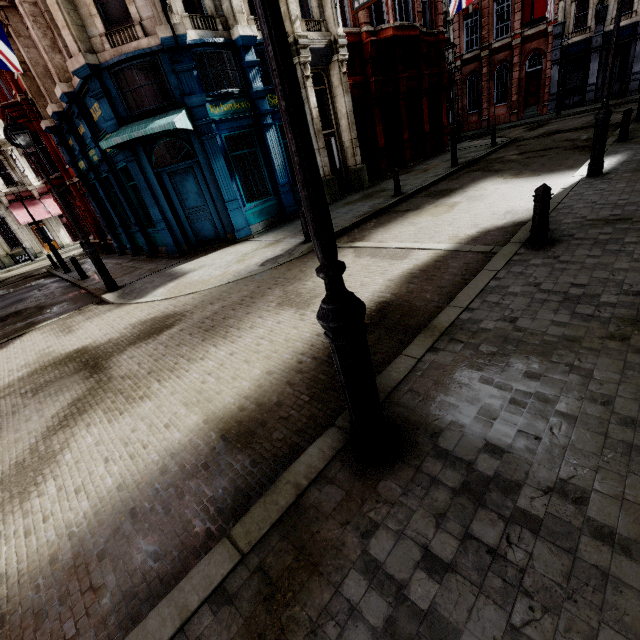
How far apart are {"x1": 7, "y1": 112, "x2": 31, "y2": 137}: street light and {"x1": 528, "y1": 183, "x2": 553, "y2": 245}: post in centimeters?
1111cm

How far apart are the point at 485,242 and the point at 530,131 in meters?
20.8 m

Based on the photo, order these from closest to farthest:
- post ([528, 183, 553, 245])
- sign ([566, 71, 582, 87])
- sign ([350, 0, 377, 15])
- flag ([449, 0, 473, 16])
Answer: post ([528, 183, 553, 245]) < sign ([350, 0, 377, 15]) < flag ([449, 0, 473, 16]) < sign ([566, 71, 582, 87])

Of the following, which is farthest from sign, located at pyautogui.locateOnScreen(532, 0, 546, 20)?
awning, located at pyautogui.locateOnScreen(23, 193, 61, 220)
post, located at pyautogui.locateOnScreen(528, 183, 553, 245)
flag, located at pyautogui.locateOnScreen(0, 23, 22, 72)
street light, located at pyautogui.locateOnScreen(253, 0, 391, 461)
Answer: awning, located at pyautogui.locateOnScreen(23, 193, 61, 220)

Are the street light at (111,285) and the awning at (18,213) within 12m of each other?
no

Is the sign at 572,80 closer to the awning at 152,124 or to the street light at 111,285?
the awning at 152,124

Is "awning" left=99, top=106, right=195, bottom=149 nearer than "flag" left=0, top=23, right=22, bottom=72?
No

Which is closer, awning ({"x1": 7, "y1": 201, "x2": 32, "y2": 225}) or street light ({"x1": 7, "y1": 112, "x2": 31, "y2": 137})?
street light ({"x1": 7, "y1": 112, "x2": 31, "y2": 137})
